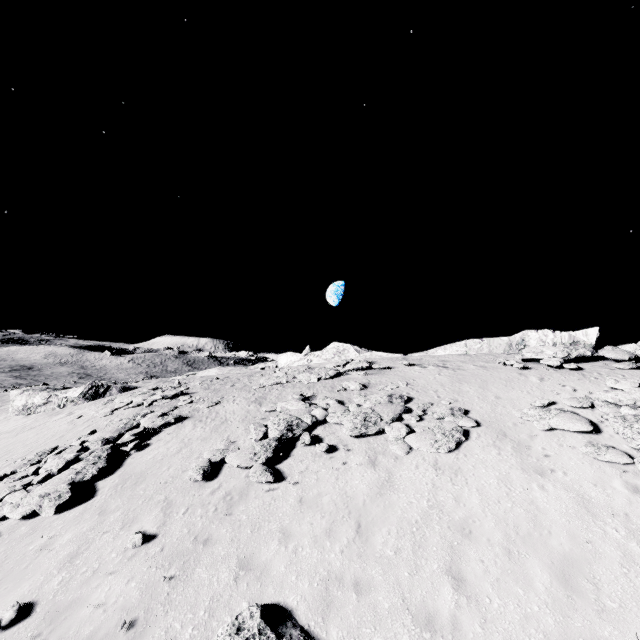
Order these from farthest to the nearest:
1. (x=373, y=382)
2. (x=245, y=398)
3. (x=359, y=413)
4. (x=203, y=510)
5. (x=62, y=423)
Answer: (x=62, y=423) → (x=245, y=398) → (x=373, y=382) → (x=359, y=413) → (x=203, y=510)

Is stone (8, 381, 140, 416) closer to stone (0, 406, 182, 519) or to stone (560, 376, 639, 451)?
stone (0, 406, 182, 519)

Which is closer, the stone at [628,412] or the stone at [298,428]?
the stone at [628,412]

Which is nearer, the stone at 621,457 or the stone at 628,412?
the stone at 621,457

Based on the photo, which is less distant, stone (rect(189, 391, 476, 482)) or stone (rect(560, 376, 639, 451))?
stone (rect(560, 376, 639, 451))

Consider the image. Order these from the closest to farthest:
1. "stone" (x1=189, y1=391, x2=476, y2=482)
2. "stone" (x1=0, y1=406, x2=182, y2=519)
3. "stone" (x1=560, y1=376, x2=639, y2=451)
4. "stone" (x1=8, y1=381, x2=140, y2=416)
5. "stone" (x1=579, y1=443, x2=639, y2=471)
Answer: "stone" (x1=579, y1=443, x2=639, y2=471) < "stone" (x1=560, y1=376, x2=639, y2=451) < "stone" (x1=0, y1=406, x2=182, y2=519) < "stone" (x1=189, y1=391, x2=476, y2=482) < "stone" (x1=8, y1=381, x2=140, y2=416)

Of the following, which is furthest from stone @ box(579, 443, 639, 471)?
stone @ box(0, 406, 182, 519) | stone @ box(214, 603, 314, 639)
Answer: stone @ box(0, 406, 182, 519)

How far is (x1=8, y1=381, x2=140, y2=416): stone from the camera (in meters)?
29.06
